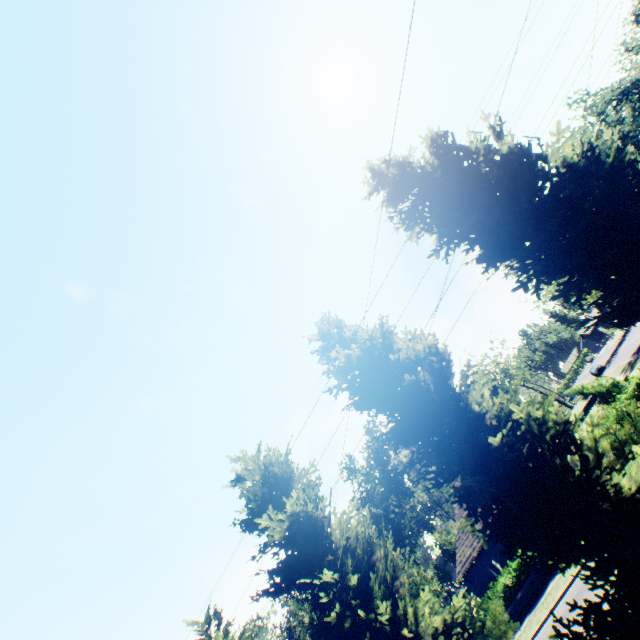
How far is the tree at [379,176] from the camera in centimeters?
1028cm

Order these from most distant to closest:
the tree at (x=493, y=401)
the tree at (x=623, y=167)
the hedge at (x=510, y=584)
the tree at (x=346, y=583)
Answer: the hedge at (x=510, y=584)
the tree at (x=346, y=583)
the tree at (x=623, y=167)
the tree at (x=493, y=401)

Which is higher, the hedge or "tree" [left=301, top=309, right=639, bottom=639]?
"tree" [left=301, top=309, right=639, bottom=639]

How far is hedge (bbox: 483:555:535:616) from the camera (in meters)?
20.38

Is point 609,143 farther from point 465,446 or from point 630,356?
point 630,356

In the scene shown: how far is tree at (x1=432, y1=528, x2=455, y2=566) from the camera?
47.7 meters
